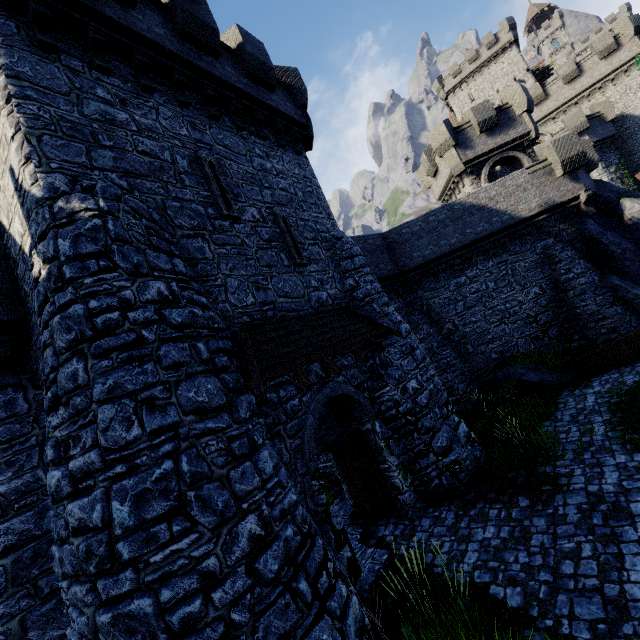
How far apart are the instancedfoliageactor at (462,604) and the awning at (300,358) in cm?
449

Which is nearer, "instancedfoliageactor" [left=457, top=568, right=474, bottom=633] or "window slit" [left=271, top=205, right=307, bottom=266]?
"instancedfoliageactor" [left=457, top=568, right=474, bottom=633]

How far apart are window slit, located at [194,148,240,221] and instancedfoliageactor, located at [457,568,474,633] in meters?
9.4 m

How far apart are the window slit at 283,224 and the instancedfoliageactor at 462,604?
8.4 meters

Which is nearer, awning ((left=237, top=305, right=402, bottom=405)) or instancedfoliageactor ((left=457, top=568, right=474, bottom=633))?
instancedfoliageactor ((left=457, top=568, right=474, bottom=633))

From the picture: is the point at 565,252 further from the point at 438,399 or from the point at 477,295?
the point at 438,399

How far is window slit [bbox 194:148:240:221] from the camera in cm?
839

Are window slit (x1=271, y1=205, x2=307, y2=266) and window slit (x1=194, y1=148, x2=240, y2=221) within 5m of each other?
yes
